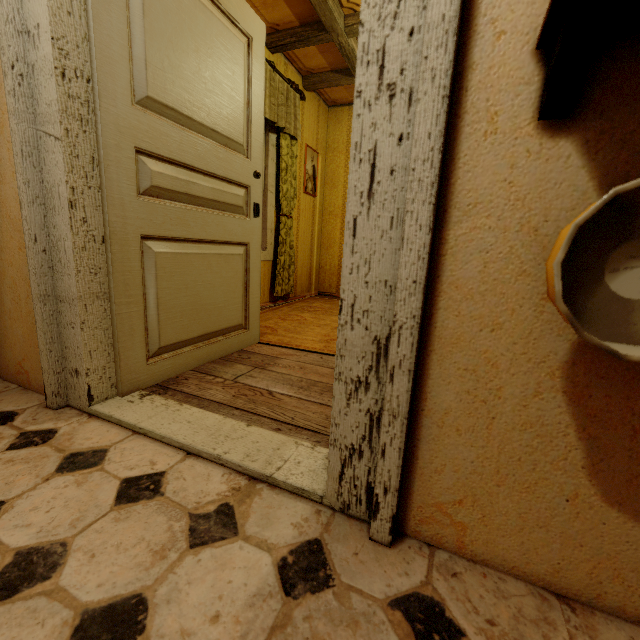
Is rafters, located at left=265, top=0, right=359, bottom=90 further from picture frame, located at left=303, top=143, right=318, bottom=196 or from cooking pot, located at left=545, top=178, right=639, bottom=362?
cooking pot, located at left=545, top=178, right=639, bottom=362

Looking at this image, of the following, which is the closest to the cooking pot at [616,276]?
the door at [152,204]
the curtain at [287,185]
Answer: the door at [152,204]

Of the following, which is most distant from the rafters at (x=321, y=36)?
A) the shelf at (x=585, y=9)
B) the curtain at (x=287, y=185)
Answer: the shelf at (x=585, y=9)

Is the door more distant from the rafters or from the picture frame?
the picture frame

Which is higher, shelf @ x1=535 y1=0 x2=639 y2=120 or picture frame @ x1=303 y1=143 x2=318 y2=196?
picture frame @ x1=303 y1=143 x2=318 y2=196

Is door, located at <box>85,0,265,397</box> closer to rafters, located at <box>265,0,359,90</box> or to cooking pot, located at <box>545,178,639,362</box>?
rafters, located at <box>265,0,359,90</box>

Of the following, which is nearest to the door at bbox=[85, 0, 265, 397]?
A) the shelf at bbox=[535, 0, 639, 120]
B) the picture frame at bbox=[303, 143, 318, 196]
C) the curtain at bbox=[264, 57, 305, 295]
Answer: the curtain at bbox=[264, 57, 305, 295]

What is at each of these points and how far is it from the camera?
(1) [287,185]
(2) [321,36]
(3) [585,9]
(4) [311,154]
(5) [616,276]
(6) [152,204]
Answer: (1) curtain, 3.9m
(2) rafters, 3.2m
(3) shelf, 0.5m
(4) picture frame, 4.6m
(5) cooking pot, 0.5m
(6) door, 1.5m
